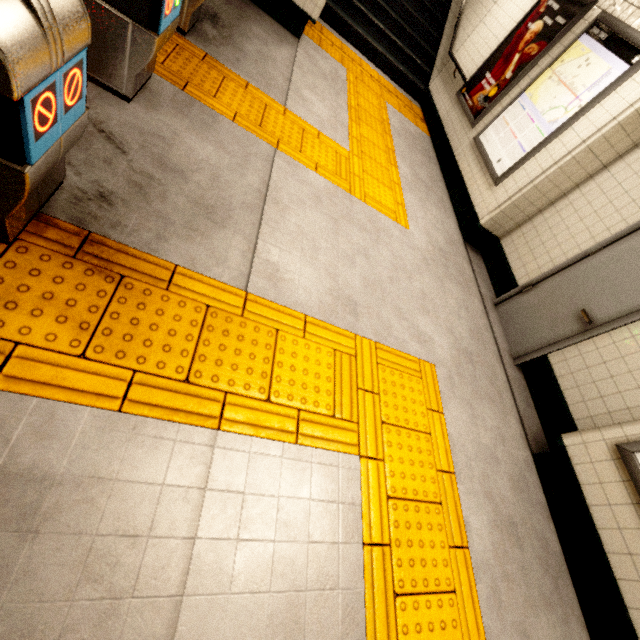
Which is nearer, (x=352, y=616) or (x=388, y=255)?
(x=352, y=616)

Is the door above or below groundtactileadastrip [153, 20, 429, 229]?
above

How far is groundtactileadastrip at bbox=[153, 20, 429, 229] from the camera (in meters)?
2.97

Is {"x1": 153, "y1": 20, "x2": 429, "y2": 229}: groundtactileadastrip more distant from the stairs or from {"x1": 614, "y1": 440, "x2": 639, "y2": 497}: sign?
{"x1": 614, "y1": 440, "x2": 639, "y2": 497}: sign

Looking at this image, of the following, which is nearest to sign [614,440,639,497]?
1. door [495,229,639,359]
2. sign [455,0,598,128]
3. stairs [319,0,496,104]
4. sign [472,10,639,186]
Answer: door [495,229,639,359]

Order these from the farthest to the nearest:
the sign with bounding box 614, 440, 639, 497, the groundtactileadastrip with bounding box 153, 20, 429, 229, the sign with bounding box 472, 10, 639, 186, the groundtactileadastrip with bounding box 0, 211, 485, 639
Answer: the sign with bounding box 472, 10, 639, 186 < the groundtactileadastrip with bounding box 153, 20, 429, 229 < the sign with bounding box 614, 440, 639, 497 < the groundtactileadastrip with bounding box 0, 211, 485, 639

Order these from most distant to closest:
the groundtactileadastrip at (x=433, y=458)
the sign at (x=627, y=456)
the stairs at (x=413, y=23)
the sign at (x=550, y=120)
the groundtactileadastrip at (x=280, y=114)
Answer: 1. the stairs at (x=413, y=23)
2. the sign at (x=550, y=120)
3. the groundtactileadastrip at (x=280, y=114)
4. the sign at (x=627, y=456)
5. the groundtactileadastrip at (x=433, y=458)

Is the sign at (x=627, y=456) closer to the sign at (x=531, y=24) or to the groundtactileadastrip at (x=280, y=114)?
the groundtactileadastrip at (x=280, y=114)
